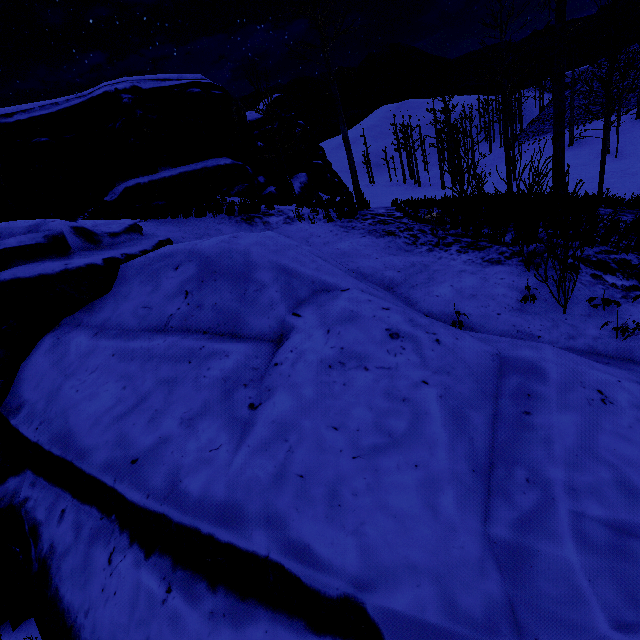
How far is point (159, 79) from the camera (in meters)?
15.23

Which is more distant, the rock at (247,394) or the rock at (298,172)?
the rock at (298,172)

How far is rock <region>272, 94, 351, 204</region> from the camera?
24.48m

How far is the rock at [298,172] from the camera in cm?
2448

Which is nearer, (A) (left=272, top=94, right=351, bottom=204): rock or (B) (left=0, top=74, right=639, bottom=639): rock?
(B) (left=0, top=74, right=639, bottom=639): rock
